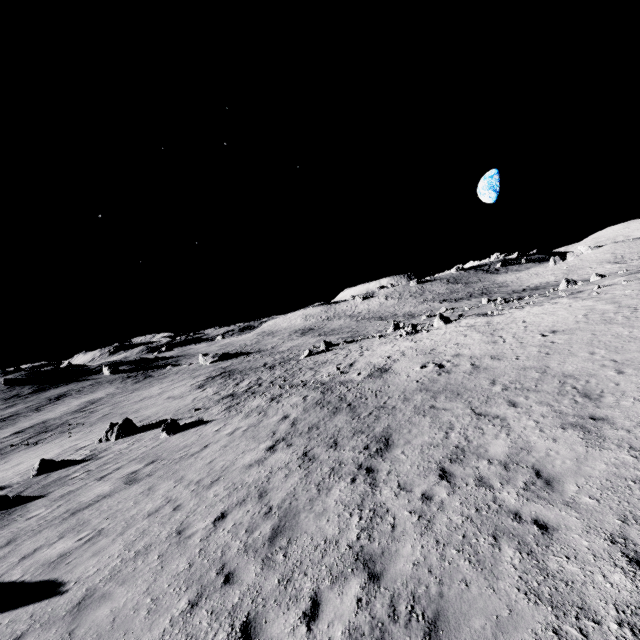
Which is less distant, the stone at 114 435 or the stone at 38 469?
the stone at 38 469

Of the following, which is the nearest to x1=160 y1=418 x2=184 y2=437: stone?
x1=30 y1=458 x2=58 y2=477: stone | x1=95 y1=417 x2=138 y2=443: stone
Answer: x1=95 y1=417 x2=138 y2=443: stone

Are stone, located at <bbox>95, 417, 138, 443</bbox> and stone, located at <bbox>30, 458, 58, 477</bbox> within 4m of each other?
yes

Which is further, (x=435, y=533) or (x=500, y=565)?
(x=435, y=533)

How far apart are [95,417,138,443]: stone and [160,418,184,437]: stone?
4.7m

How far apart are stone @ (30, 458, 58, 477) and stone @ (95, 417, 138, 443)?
2.9 meters

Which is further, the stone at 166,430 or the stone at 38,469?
the stone at 166,430

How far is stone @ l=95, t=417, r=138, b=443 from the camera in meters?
21.9 m
